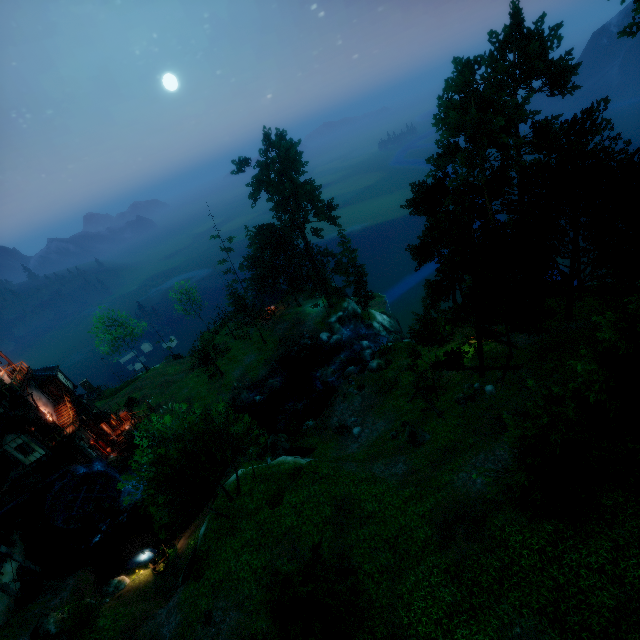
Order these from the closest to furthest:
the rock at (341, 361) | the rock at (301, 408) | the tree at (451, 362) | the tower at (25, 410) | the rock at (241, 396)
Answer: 1. the tree at (451, 362)
2. the tower at (25, 410)
3. the rock at (341, 361)
4. the rock at (301, 408)
5. the rock at (241, 396)

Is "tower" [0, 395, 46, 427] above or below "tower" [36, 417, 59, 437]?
above

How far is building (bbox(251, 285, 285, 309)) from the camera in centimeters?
5316cm

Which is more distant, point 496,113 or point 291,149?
point 291,149

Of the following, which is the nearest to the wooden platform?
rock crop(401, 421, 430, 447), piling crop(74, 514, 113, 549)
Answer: piling crop(74, 514, 113, 549)

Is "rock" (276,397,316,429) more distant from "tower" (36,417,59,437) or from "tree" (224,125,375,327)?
"tower" (36,417,59,437)

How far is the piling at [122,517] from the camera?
33.09m

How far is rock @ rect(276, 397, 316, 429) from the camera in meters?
36.8 m
